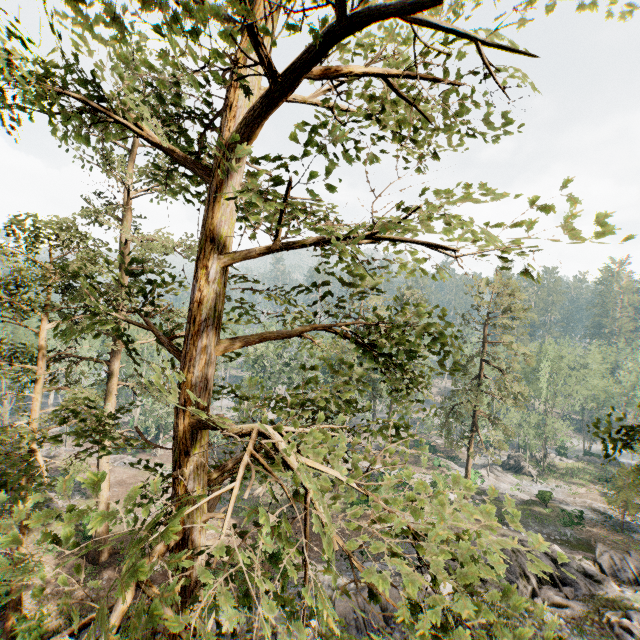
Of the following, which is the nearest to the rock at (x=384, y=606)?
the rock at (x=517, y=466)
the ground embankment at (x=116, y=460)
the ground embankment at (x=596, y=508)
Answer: the ground embankment at (x=596, y=508)

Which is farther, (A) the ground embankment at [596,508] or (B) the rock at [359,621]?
(A) the ground embankment at [596,508]

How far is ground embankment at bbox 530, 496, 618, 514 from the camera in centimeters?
3478cm

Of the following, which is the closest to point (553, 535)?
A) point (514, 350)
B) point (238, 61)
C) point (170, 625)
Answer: point (514, 350)

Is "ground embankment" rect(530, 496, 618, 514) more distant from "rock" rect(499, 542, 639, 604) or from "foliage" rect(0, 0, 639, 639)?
"rock" rect(499, 542, 639, 604)

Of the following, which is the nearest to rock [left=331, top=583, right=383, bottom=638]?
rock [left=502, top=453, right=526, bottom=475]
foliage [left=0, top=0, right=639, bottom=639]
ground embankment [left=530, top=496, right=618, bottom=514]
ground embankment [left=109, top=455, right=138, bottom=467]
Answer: foliage [left=0, top=0, right=639, bottom=639]

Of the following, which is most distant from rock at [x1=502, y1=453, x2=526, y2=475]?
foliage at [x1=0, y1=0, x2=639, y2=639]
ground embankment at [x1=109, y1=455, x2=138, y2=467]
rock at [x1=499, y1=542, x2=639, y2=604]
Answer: ground embankment at [x1=109, y1=455, x2=138, y2=467]

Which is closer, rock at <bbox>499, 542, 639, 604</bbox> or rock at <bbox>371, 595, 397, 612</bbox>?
rock at <bbox>371, 595, 397, 612</bbox>
